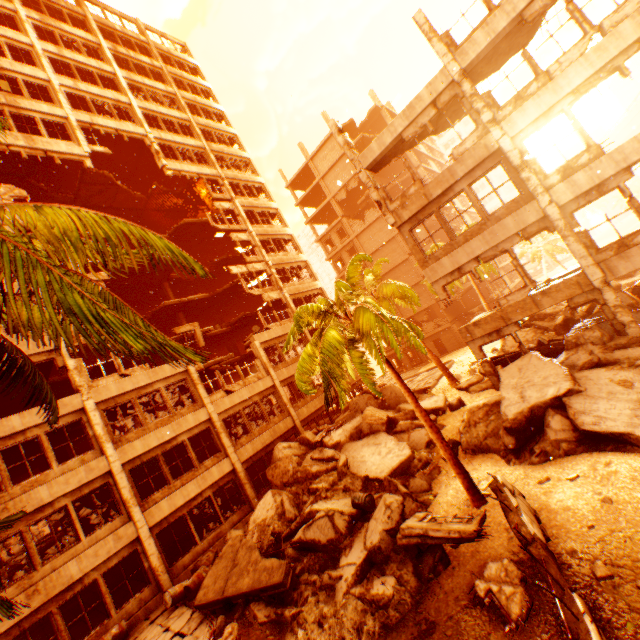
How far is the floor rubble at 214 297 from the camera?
26.95m

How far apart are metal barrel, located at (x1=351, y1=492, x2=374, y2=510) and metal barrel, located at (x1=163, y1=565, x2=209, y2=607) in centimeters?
660cm

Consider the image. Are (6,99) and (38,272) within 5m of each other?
no

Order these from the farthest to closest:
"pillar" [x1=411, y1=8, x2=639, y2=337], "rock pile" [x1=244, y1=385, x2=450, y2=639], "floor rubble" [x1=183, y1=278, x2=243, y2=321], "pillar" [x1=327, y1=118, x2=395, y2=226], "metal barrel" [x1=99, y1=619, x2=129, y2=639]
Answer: "floor rubble" [x1=183, y1=278, x2=243, y2=321]
"pillar" [x1=327, y1=118, x2=395, y2=226]
"metal barrel" [x1=99, y1=619, x2=129, y2=639]
"pillar" [x1=411, y1=8, x2=639, y2=337]
"rock pile" [x1=244, y1=385, x2=450, y2=639]

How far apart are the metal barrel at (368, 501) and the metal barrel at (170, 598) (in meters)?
6.60

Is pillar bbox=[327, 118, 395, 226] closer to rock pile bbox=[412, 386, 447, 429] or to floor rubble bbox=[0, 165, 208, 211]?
rock pile bbox=[412, 386, 447, 429]

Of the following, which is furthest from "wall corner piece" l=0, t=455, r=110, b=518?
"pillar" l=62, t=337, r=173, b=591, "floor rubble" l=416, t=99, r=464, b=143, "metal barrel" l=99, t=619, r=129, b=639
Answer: "floor rubble" l=416, t=99, r=464, b=143

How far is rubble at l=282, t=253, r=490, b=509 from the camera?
9.47m
